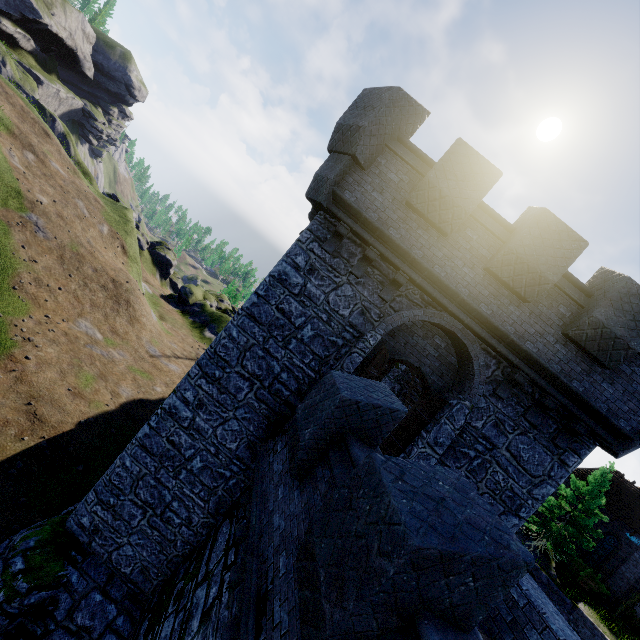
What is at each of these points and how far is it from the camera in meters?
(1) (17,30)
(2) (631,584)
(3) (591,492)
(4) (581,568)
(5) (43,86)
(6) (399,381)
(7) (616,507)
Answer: (1) rock, 50.9 m
(2) building, 24.7 m
(3) tree, 23.8 m
(4) bush, 25.6 m
(5) rock, 57.1 m
(6) building, 16.7 m
(7) building, 27.5 m

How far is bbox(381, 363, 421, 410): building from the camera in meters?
14.5

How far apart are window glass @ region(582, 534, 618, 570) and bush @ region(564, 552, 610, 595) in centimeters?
157cm

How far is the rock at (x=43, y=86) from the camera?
53.94m

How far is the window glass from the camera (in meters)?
26.56

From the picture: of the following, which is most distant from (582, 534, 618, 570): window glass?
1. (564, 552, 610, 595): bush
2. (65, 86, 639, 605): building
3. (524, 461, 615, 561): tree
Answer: (65, 86, 639, 605): building

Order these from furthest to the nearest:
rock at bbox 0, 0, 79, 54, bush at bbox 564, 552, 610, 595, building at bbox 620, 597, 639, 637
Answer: rock at bbox 0, 0, 79, 54 → bush at bbox 564, 552, 610, 595 → building at bbox 620, 597, 639, 637

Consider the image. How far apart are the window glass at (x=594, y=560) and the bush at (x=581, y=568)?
1.57m
